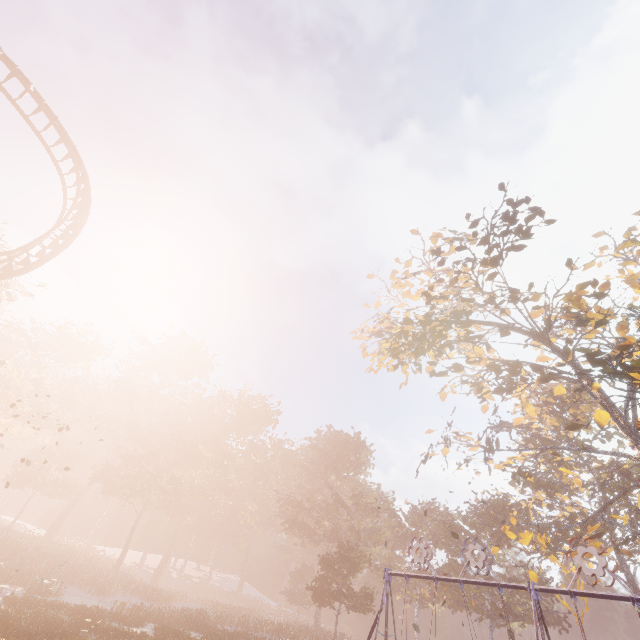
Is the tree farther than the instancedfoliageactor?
No

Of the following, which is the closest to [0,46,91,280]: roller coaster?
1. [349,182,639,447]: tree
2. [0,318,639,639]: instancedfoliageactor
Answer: [0,318,639,639]: instancedfoliageactor

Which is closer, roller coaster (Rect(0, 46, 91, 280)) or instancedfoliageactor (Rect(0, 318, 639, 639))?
roller coaster (Rect(0, 46, 91, 280))

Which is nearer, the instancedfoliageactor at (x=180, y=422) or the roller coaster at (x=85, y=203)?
the roller coaster at (x=85, y=203)

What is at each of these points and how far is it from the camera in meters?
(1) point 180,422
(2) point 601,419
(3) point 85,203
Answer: (1) instancedfoliageactor, 58.0 m
(2) tree, 16.4 m
(3) roller coaster, 19.8 m

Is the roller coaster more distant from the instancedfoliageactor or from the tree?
the tree

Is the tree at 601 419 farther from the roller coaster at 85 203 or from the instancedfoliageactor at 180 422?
the roller coaster at 85 203
